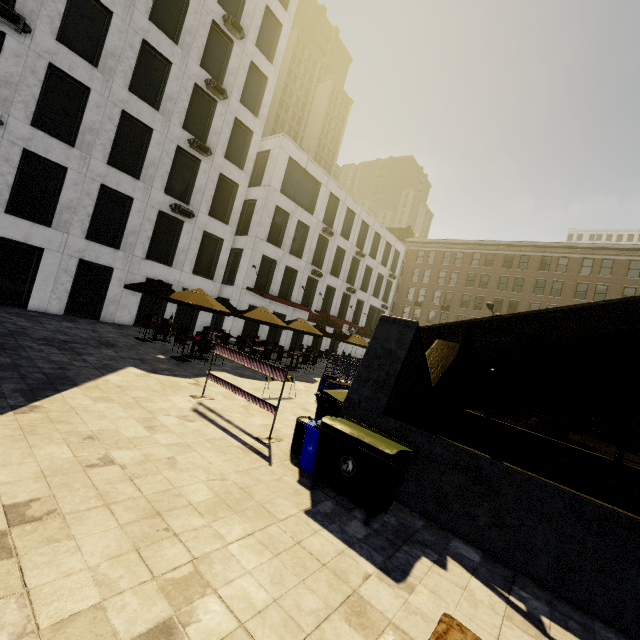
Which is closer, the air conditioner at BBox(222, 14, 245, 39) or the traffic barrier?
the traffic barrier

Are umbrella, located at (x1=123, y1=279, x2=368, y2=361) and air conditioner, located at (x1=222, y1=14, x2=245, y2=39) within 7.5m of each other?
no

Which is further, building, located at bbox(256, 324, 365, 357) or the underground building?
building, located at bbox(256, 324, 365, 357)

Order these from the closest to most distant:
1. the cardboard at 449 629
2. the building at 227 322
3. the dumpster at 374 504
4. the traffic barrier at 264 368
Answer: the cardboard at 449 629
the dumpster at 374 504
the traffic barrier at 264 368
the building at 227 322

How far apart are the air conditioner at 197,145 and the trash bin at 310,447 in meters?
18.8

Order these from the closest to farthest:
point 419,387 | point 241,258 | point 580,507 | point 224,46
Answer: point 580,507, point 419,387, point 224,46, point 241,258

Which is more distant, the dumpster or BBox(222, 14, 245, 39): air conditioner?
BBox(222, 14, 245, 39): air conditioner

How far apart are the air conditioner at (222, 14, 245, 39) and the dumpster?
24.1 meters
